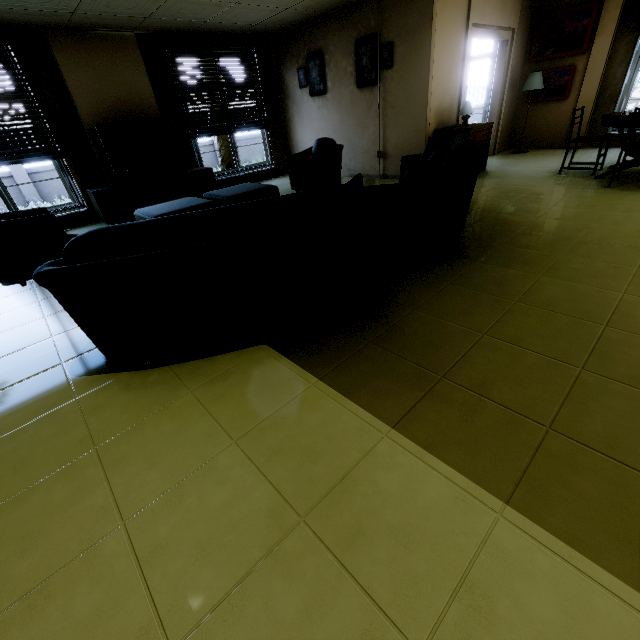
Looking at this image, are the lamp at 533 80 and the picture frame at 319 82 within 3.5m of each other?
no

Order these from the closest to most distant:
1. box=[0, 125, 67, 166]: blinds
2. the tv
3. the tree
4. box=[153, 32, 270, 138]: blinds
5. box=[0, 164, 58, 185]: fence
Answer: box=[0, 125, 67, 166]: blinds < the tv < box=[153, 32, 270, 138]: blinds < box=[0, 164, 58, 185]: fence < the tree

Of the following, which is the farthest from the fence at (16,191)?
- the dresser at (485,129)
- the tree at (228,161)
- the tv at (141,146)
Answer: the dresser at (485,129)

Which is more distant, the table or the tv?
the tv

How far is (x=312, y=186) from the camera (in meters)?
5.91

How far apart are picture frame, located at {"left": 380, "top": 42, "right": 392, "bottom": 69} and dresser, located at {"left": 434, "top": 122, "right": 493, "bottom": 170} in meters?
1.3

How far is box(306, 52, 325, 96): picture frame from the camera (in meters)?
6.52

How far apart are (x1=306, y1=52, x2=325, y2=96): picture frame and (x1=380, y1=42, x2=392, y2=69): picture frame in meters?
0.9
